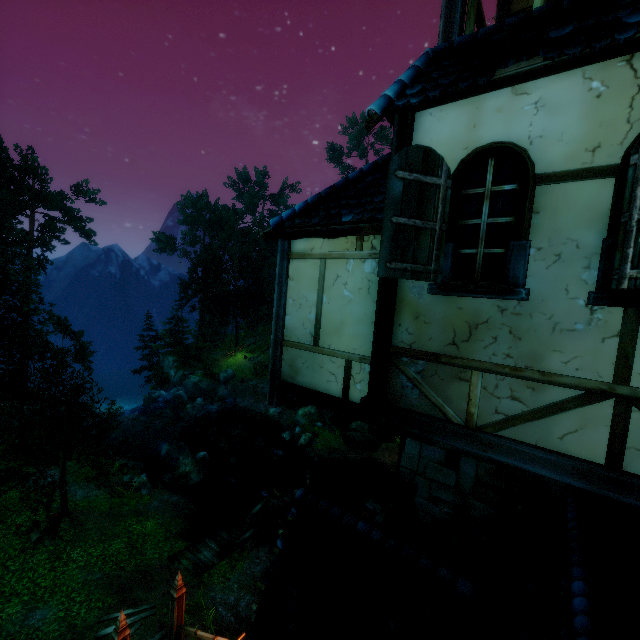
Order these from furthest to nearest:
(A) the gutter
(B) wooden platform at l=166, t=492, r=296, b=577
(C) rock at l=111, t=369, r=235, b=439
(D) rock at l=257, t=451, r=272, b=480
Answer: (C) rock at l=111, t=369, r=235, b=439
(D) rock at l=257, t=451, r=272, b=480
(B) wooden platform at l=166, t=492, r=296, b=577
(A) the gutter

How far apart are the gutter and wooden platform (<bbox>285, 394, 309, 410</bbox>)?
2.6 meters

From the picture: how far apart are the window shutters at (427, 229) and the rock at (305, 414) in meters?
27.8

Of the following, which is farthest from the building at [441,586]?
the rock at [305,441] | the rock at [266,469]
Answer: the rock at [305,441]

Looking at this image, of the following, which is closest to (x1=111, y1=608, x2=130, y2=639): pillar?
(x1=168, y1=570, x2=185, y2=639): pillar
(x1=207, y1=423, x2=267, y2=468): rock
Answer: (x1=168, y1=570, x2=185, y2=639): pillar

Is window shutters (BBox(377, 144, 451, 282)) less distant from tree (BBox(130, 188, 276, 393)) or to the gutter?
the gutter

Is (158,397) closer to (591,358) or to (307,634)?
(307,634)

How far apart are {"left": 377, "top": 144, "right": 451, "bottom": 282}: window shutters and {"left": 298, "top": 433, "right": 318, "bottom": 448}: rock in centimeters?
2536cm
